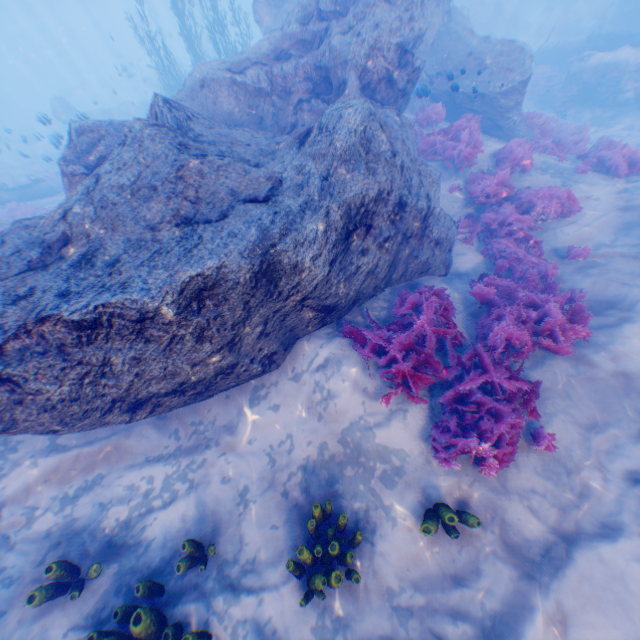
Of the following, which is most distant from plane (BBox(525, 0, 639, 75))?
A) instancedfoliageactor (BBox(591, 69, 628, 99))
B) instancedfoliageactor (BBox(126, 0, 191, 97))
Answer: instancedfoliageactor (BBox(126, 0, 191, 97))

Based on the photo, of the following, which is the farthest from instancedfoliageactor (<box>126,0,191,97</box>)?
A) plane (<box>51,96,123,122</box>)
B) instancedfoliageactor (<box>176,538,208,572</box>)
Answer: instancedfoliageactor (<box>176,538,208,572</box>)

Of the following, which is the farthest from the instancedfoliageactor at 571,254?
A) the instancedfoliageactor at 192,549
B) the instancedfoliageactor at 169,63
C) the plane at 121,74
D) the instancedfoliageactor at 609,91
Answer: the plane at 121,74

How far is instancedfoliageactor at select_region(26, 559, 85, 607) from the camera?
3.9m

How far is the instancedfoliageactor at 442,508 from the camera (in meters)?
4.03

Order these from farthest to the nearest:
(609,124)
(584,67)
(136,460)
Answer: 1. (584,67)
2. (609,124)
3. (136,460)

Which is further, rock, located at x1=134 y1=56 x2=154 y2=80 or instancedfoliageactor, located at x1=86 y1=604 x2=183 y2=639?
rock, located at x1=134 y1=56 x2=154 y2=80

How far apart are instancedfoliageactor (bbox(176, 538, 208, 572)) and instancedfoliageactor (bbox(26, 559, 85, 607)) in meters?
1.3 m
